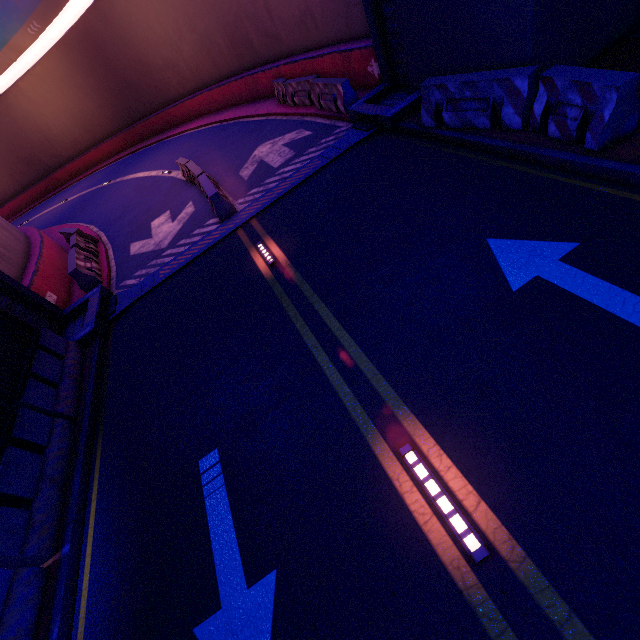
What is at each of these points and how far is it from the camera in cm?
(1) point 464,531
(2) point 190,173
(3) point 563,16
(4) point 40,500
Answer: (1) road light, 305
(2) fence, 1348
(3) wall arch, 579
(4) fence, 513

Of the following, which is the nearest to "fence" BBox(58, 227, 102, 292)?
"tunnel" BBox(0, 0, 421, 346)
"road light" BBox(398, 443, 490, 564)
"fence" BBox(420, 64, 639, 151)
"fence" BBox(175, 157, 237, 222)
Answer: "tunnel" BBox(0, 0, 421, 346)

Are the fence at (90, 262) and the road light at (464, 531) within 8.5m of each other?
no

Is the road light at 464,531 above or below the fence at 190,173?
below

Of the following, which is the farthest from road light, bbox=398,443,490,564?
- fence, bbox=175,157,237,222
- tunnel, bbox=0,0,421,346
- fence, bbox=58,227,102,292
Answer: fence, bbox=58,227,102,292

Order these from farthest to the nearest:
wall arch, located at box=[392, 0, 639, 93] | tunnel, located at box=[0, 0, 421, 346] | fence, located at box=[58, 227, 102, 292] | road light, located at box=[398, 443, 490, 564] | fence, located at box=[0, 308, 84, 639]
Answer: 1. fence, located at box=[58, 227, 102, 292]
2. tunnel, located at box=[0, 0, 421, 346]
3. wall arch, located at box=[392, 0, 639, 93]
4. fence, located at box=[0, 308, 84, 639]
5. road light, located at box=[398, 443, 490, 564]

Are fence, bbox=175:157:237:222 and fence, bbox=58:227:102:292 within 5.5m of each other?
yes

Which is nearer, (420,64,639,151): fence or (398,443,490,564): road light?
(398,443,490,564): road light
